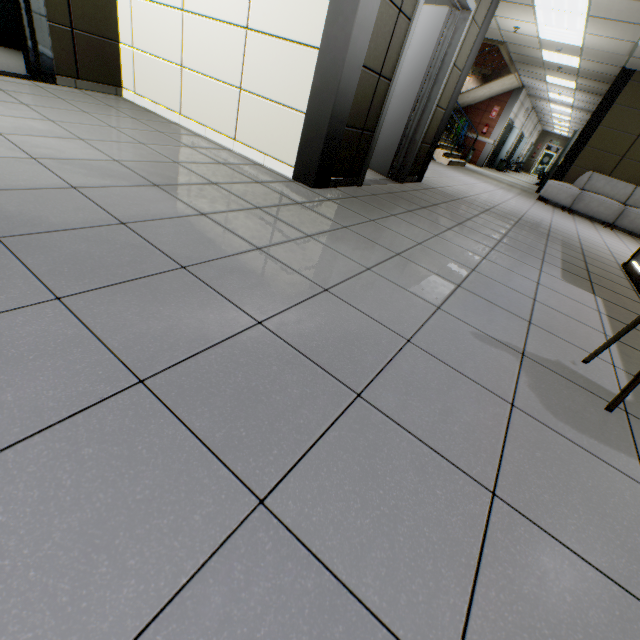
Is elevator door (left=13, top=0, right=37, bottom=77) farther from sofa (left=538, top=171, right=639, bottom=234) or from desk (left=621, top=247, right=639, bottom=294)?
sofa (left=538, top=171, right=639, bottom=234)

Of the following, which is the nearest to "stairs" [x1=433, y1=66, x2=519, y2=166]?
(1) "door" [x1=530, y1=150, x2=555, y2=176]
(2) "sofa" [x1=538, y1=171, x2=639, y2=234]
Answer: (2) "sofa" [x1=538, y1=171, x2=639, y2=234]

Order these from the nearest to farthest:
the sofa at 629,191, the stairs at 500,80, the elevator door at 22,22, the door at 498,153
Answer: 1. the elevator door at 22,22
2. the sofa at 629,191
3. the stairs at 500,80
4. the door at 498,153

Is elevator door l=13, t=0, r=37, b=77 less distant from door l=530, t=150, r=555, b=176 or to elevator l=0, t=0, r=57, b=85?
elevator l=0, t=0, r=57, b=85

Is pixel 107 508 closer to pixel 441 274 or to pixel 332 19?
pixel 441 274

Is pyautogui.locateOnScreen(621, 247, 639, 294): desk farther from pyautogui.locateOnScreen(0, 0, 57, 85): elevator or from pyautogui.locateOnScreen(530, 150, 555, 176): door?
pyautogui.locateOnScreen(530, 150, 555, 176): door

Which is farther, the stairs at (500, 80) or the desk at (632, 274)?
the stairs at (500, 80)

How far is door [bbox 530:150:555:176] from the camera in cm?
2740
